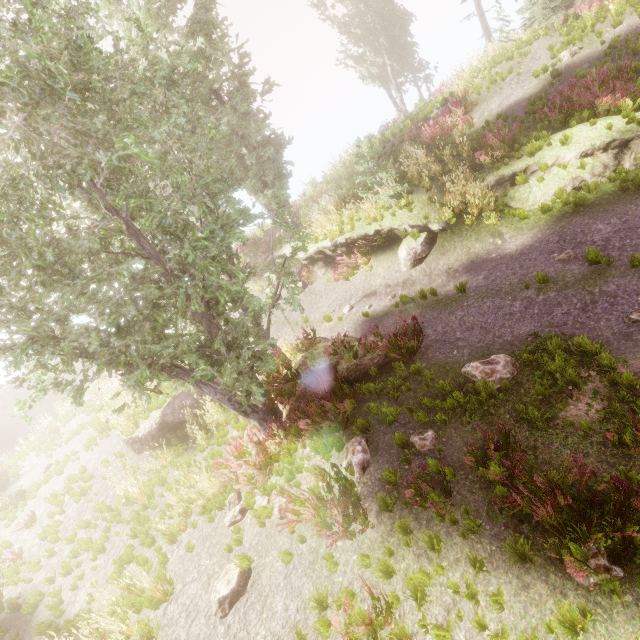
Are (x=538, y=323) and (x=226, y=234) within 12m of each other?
yes

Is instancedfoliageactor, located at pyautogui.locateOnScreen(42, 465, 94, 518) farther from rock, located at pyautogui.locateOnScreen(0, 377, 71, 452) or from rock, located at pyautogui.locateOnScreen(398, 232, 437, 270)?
rock, located at pyautogui.locateOnScreen(398, 232, 437, 270)

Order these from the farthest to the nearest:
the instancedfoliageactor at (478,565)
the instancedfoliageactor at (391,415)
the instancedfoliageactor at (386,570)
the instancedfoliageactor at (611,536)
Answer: the instancedfoliageactor at (391,415), the instancedfoliageactor at (386,570), the instancedfoliageactor at (478,565), the instancedfoliageactor at (611,536)

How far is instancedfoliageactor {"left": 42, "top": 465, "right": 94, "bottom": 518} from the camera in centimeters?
1149cm

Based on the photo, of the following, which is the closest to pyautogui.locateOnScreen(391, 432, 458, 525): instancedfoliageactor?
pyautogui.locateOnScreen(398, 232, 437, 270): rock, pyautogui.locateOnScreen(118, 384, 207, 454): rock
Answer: pyautogui.locateOnScreen(118, 384, 207, 454): rock

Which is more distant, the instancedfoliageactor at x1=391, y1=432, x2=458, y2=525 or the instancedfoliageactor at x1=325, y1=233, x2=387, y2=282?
the instancedfoliageactor at x1=325, y1=233, x2=387, y2=282

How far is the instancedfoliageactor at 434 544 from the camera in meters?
4.8 m
